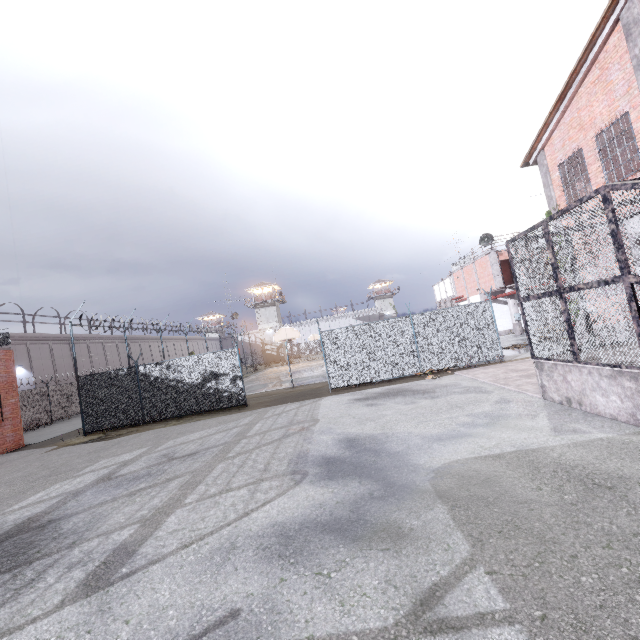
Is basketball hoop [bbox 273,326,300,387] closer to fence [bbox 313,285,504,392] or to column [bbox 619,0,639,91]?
fence [bbox 313,285,504,392]

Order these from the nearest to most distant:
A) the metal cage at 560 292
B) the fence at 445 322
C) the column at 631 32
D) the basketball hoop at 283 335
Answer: the metal cage at 560 292 → the column at 631 32 → the fence at 445 322 → the basketball hoop at 283 335

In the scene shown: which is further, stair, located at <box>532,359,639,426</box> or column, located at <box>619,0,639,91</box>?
column, located at <box>619,0,639,91</box>

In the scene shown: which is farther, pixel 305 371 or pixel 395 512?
pixel 305 371

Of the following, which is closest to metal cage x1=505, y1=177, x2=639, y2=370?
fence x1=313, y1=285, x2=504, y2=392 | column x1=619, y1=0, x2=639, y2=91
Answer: column x1=619, y1=0, x2=639, y2=91

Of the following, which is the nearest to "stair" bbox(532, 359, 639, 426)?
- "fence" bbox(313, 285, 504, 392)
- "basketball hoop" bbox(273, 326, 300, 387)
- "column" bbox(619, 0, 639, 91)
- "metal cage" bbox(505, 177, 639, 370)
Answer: "metal cage" bbox(505, 177, 639, 370)

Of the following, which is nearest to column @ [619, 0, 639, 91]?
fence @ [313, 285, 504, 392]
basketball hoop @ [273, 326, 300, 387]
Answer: fence @ [313, 285, 504, 392]

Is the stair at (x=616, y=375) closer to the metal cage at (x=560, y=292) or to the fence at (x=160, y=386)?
the metal cage at (x=560, y=292)
